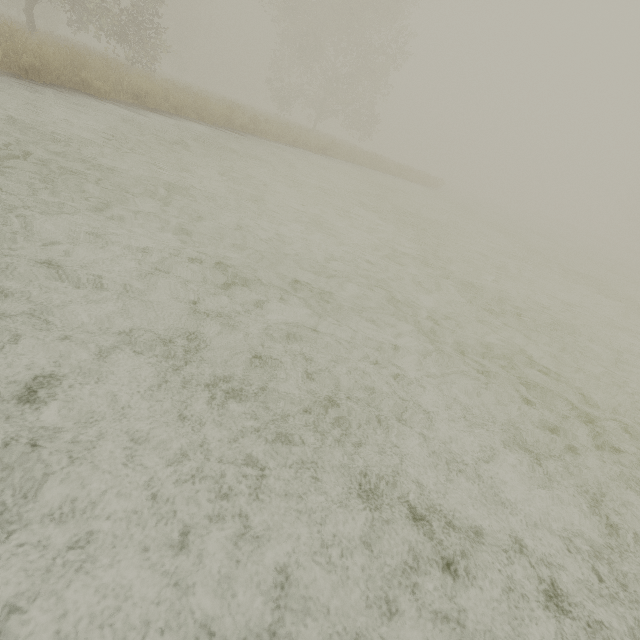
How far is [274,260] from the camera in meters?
3.6 m
